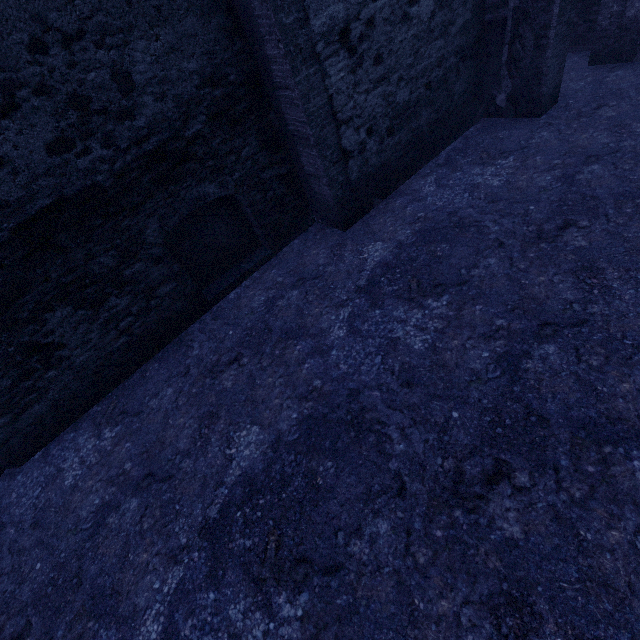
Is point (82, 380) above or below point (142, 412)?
above
